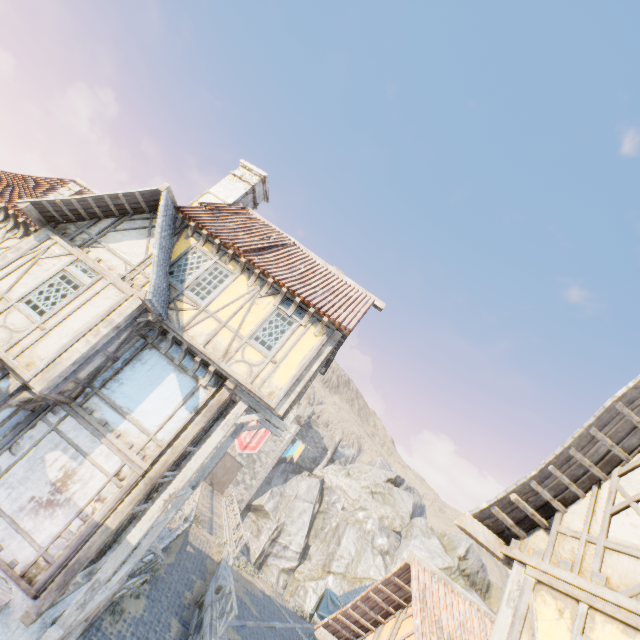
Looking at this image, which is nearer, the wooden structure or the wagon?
the wooden structure

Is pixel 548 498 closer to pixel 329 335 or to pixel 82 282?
pixel 329 335

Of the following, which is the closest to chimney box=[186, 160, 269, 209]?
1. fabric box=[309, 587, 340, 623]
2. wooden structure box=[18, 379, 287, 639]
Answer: wooden structure box=[18, 379, 287, 639]

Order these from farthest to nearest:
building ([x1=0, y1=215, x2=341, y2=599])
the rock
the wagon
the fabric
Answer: the rock, the fabric, the wagon, building ([x1=0, y1=215, x2=341, y2=599])

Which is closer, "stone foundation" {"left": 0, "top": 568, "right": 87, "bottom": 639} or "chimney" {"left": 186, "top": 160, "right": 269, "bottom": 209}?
"stone foundation" {"left": 0, "top": 568, "right": 87, "bottom": 639}

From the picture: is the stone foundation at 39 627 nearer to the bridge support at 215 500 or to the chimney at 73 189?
the chimney at 73 189

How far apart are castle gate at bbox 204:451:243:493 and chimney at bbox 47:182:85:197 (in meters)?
34.06

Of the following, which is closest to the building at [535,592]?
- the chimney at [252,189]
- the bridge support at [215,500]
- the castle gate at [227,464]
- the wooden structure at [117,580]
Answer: the wooden structure at [117,580]
